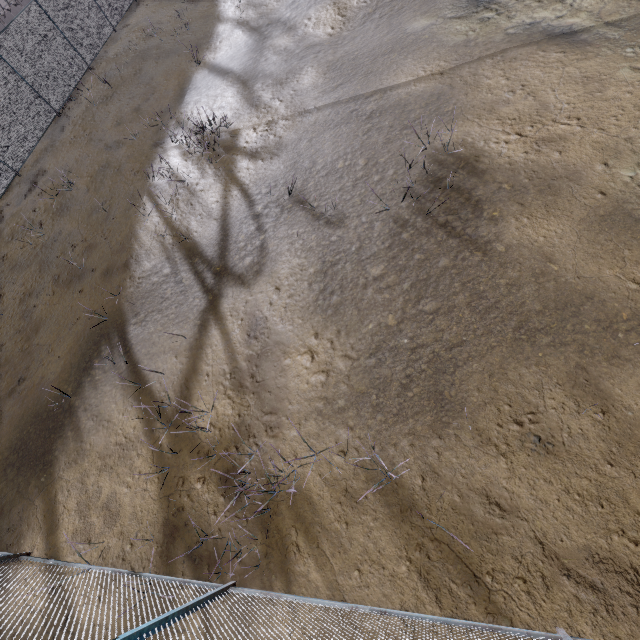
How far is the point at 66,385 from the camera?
7.6m

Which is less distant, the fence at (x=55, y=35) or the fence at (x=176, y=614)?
the fence at (x=176, y=614)

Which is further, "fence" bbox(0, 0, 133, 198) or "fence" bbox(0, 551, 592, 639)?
"fence" bbox(0, 0, 133, 198)
